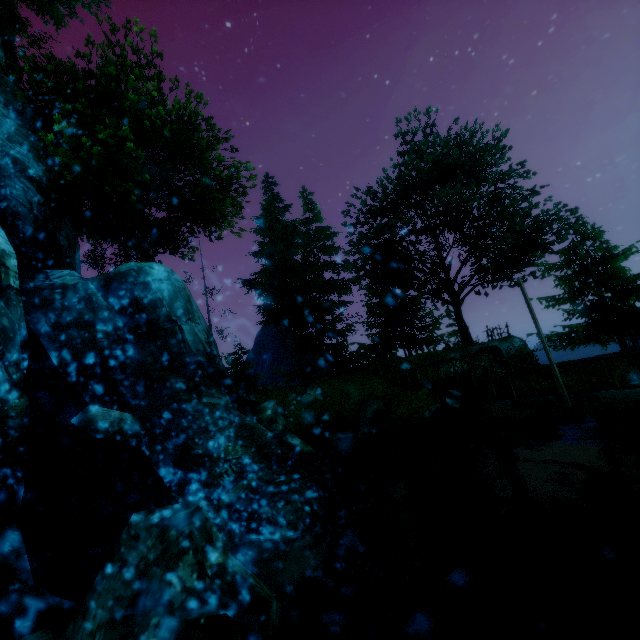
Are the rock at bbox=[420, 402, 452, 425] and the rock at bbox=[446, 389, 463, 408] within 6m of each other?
yes

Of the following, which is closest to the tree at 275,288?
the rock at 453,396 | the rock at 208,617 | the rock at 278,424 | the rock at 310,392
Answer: the rock at 453,396

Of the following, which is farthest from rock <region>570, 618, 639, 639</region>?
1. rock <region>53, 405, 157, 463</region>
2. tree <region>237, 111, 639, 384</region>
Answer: tree <region>237, 111, 639, 384</region>

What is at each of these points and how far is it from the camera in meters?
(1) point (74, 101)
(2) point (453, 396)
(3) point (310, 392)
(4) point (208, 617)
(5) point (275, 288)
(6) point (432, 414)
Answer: (1) tree, 17.3
(2) rock, 14.8
(3) rock, 20.6
(4) rock, 3.2
(5) tree, 27.3
(6) rock, 14.1

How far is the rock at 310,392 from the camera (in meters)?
20.17

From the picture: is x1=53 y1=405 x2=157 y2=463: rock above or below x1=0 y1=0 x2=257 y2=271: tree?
below

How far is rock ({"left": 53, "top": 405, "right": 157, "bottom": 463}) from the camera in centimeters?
831cm

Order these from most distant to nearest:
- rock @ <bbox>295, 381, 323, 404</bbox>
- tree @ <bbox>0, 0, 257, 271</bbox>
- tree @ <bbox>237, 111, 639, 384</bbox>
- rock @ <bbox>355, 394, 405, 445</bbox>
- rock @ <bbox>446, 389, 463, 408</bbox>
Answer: tree @ <bbox>237, 111, 639, 384</bbox>, rock @ <bbox>295, 381, 323, 404</bbox>, rock @ <bbox>355, 394, 405, 445</bbox>, rock @ <bbox>446, 389, 463, 408</bbox>, tree @ <bbox>0, 0, 257, 271</bbox>
